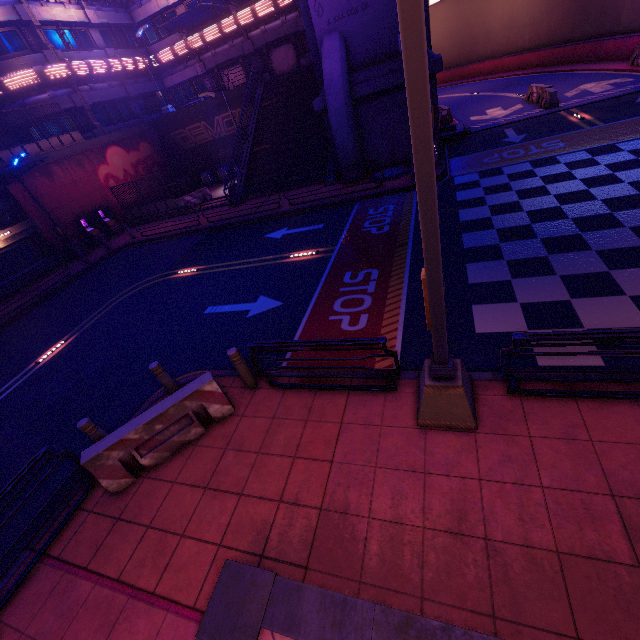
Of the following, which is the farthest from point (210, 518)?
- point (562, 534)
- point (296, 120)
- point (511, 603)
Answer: point (296, 120)

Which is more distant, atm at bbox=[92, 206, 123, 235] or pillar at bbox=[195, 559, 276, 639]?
atm at bbox=[92, 206, 123, 235]

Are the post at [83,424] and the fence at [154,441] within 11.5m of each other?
Answer: yes

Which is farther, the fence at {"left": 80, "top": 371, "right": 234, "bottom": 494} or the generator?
the generator

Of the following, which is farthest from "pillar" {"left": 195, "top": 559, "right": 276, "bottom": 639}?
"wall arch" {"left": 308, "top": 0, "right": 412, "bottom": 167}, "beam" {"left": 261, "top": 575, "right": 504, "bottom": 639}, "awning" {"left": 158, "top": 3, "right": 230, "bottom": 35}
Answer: "awning" {"left": 158, "top": 3, "right": 230, "bottom": 35}

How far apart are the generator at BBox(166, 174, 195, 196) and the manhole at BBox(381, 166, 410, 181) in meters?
19.4

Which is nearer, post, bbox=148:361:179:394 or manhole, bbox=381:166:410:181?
post, bbox=148:361:179:394

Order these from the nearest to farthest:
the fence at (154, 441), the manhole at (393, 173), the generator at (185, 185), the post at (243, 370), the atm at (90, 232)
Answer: the fence at (154, 441), the post at (243, 370), the manhole at (393, 173), the atm at (90, 232), the generator at (185, 185)
